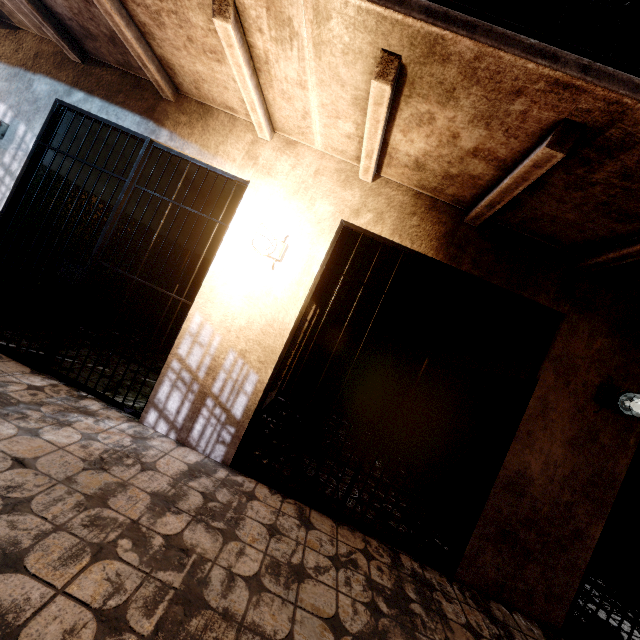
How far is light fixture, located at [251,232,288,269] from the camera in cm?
263

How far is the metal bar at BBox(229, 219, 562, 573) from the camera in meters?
2.7 m

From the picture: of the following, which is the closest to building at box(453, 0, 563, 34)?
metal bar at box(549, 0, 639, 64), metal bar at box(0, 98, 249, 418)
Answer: metal bar at box(549, 0, 639, 64)

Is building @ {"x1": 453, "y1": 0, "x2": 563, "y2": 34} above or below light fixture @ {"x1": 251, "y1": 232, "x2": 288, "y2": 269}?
above

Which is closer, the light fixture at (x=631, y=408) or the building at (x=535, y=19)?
the light fixture at (x=631, y=408)

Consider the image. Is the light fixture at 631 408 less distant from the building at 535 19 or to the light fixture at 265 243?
the building at 535 19

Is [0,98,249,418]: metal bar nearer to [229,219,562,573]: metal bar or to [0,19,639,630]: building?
[0,19,639,630]: building

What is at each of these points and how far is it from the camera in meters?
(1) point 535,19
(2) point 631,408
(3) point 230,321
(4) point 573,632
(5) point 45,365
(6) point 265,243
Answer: (1) building, 3.9 m
(2) light fixture, 2.6 m
(3) building, 2.9 m
(4) metal bar, 2.6 m
(5) metal bar, 3.0 m
(6) light fixture, 2.7 m
